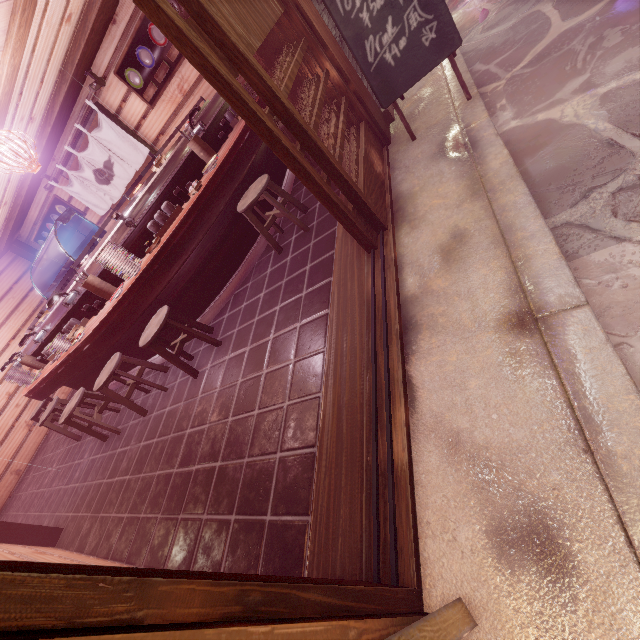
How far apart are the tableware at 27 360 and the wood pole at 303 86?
10.6 meters

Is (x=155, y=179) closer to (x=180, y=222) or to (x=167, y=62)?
(x=180, y=222)

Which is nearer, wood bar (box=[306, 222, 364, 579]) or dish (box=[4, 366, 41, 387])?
wood bar (box=[306, 222, 364, 579])

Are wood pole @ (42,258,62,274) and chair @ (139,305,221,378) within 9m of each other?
no

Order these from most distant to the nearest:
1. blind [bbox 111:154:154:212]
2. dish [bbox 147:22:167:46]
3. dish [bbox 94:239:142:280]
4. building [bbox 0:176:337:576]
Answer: blind [bbox 111:154:154:212] → dish [bbox 147:22:167:46] → dish [bbox 94:239:142:280] → building [bbox 0:176:337:576]

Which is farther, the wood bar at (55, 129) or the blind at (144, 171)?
the blind at (144, 171)

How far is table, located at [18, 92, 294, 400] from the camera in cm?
605

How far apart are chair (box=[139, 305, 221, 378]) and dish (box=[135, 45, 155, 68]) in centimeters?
729cm
